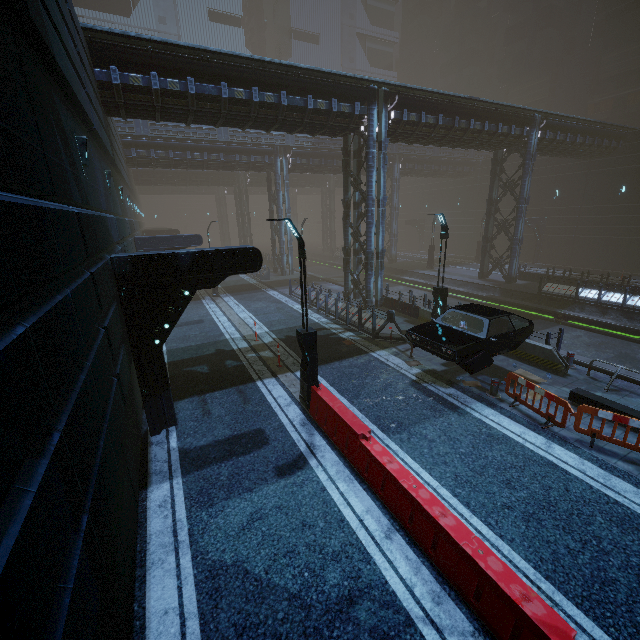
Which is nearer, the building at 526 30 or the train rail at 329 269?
the train rail at 329 269

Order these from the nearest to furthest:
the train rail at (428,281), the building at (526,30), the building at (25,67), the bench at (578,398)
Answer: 1. the building at (25,67)
2. the bench at (578,398)
3. the train rail at (428,281)
4. the building at (526,30)

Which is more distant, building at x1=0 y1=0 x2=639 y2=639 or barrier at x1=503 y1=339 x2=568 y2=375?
barrier at x1=503 y1=339 x2=568 y2=375

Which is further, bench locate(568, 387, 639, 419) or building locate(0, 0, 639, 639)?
bench locate(568, 387, 639, 419)

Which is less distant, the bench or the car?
the bench

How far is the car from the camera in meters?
9.8

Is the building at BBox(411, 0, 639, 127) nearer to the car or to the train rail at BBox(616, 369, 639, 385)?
the train rail at BBox(616, 369, 639, 385)

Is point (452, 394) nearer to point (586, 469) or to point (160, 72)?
point (586, 469)
